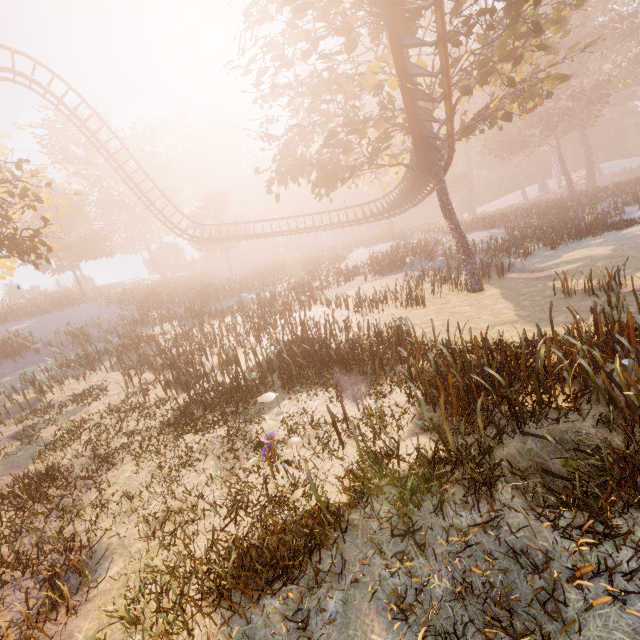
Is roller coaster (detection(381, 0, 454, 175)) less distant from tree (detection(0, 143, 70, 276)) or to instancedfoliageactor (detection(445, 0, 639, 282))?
tree (detection(0, 143, 70, 276))

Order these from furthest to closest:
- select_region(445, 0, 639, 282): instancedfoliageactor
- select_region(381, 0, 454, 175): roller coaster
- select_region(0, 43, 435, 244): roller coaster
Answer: select_region(445, 0, 639, 282): instancedfoliageactor → select_region(0, 43, 435, 244): roller coaster → select_region(381, 0, 454, 175): roller coaster

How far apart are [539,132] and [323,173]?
42.3 meters

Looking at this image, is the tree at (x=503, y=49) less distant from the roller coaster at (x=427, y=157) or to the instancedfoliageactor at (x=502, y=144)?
the roller coaster at (x=427, y=157)

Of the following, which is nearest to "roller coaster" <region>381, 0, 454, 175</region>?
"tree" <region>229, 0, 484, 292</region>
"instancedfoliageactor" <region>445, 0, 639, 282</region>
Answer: "tree" <region>229, 0, 484, 292</region>

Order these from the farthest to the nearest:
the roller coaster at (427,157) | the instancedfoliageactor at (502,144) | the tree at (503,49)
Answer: the instancedfoliageactor at (502,144), the tree at (503,49), the roller coaster at (427,157)
